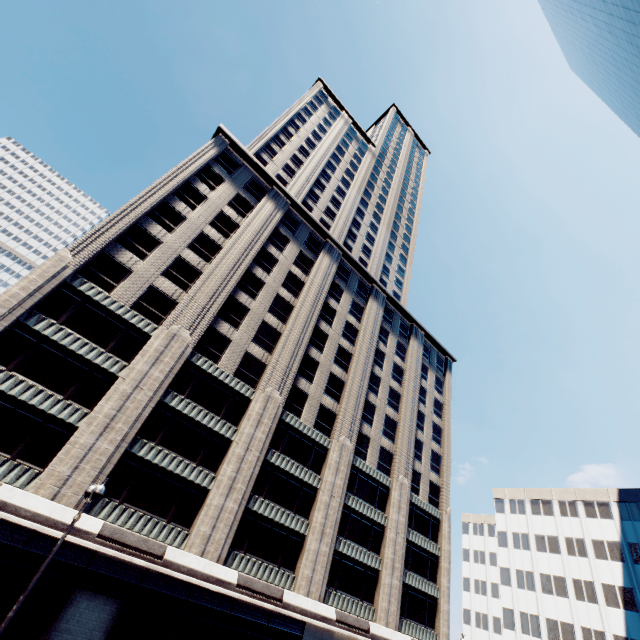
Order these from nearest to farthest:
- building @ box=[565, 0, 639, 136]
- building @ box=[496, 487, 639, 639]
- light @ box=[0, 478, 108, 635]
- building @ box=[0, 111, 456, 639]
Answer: light @ box=[0, 478, 108, 635], building @ box=[0, 111, 456, 639], building @ box=[565, 0, 639, 136], building @ box=[496, 487, 639, 639]

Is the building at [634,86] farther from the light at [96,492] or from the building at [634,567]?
the light at [96,492]

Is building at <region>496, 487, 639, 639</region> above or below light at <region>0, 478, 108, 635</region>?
above

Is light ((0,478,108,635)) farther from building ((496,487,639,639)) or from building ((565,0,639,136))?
building ((496,487,639,639))

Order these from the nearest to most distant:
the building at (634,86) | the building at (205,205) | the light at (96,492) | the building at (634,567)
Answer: the light at (96,492) < the building at (205,205) < the building at (634,86) < the building at (634,567)

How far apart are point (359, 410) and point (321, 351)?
8.14m

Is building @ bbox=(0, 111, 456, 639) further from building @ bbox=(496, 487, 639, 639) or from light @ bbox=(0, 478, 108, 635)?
building @ bbox=(496, 487, 639, 639)

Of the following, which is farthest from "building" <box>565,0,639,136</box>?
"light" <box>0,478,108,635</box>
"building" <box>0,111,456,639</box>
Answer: "building" <box>0,111,456,639</box>
